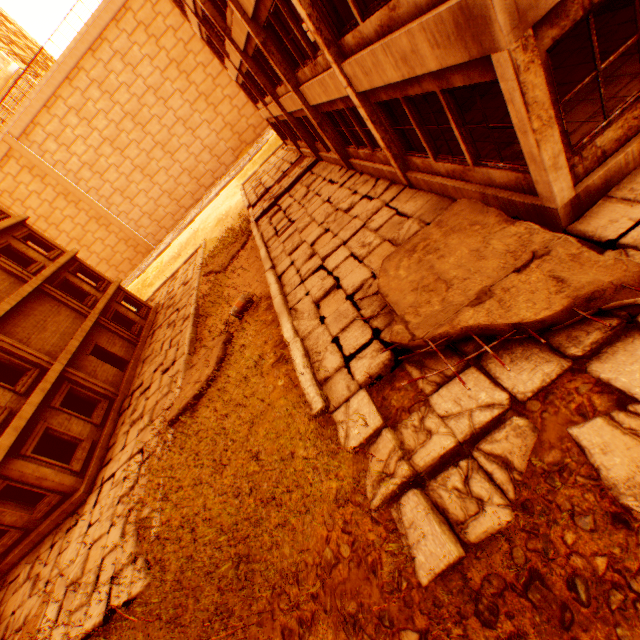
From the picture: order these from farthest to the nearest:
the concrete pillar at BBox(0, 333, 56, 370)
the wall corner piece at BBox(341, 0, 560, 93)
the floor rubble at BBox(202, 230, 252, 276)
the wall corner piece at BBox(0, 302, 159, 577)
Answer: the floor rubble at BBox(202, 230, 252, 276) < the concrete pillar at BBox(0, 333, 56, 370) < the wall corner piece at BBox(0, 302, 159, 577) < the wall corner piece at BBox(341, 0, 560, 93)

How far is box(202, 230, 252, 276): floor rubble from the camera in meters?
18.3 m

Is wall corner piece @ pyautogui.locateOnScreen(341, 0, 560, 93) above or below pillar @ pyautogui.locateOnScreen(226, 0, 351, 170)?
below

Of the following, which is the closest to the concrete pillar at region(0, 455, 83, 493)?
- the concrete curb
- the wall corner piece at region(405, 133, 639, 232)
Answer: the concrete curb

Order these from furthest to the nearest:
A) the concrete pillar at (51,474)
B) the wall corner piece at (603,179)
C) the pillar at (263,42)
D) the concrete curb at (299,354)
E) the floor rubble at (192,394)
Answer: the concrete pillar at (51,474)
the pillar at (263,42)
the floor rubble at (192,394)
the concrete curb at (299,354)
the wall corner piece at (603,179)

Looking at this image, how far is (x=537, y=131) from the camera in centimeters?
425cm

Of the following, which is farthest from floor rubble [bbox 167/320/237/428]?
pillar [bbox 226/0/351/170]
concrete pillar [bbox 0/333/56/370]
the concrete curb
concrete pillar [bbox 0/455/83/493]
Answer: pillar [bbox 226/0/351/170]

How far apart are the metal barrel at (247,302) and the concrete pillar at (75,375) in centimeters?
913cm
